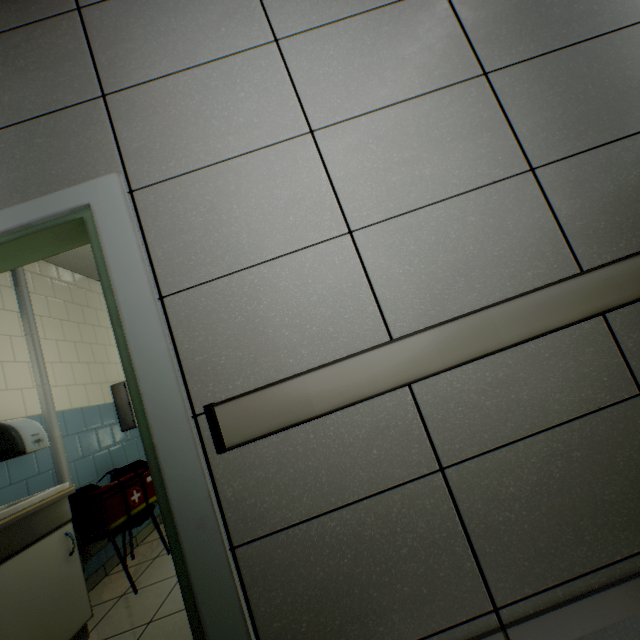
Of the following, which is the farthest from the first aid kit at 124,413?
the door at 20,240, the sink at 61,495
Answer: the door at 20,240

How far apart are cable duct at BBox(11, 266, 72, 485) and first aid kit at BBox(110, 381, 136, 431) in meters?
0.9

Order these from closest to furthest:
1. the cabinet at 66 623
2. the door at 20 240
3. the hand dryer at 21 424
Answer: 1. the door at 20 240
2. the cabinet at 66 623
3. the hand dryer at 21 424

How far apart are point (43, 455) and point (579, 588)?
3.7 meters

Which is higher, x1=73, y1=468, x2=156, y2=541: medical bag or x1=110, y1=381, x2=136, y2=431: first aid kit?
x1=110, y1=381, x2=136, y2=431: first aid kit

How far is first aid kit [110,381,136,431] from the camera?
3.9m

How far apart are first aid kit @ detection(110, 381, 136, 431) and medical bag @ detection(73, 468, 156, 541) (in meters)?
0.92

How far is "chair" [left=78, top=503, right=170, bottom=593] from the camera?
2.5 meters
